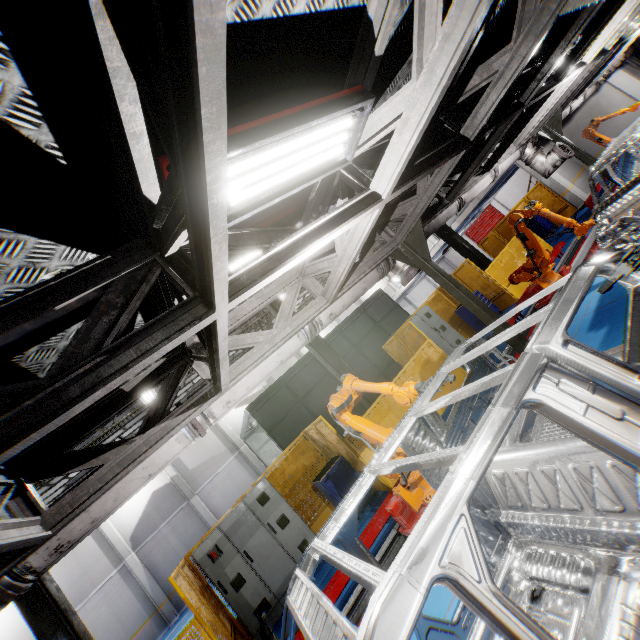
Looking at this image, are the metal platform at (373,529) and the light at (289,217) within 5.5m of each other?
yes

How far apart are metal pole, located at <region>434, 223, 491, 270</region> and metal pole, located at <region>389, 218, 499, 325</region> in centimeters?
828cm

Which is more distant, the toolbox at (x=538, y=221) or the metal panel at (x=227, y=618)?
the toolbox at (x=538, y=221)

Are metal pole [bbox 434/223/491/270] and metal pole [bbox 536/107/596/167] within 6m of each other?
yes

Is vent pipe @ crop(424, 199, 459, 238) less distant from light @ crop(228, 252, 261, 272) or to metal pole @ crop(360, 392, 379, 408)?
light @ crop(228, 252, 261, 272)

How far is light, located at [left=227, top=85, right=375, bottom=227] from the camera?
2.0 meters

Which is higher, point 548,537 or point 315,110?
point 315,110

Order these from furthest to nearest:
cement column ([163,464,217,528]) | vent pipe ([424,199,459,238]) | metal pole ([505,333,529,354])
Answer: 1. cement column ([163,464,217,528])
2. vent pipe ([424,199,459,238])
3. metal pole ([505,333,529,354])
